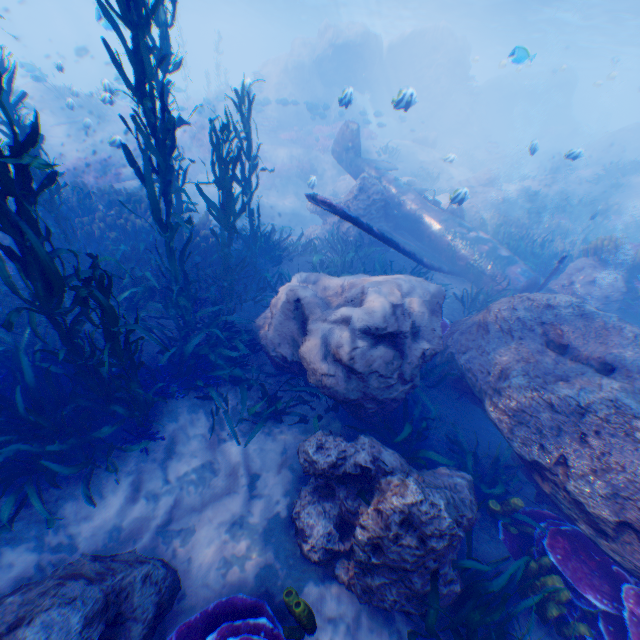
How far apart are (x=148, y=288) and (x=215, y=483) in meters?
3.6

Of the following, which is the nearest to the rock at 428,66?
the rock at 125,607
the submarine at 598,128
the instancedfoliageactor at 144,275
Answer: the instancedfoliageactor at 144,275

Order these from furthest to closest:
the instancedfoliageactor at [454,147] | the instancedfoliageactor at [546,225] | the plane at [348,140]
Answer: the instancedfoliageactor at [454,147] < the instancedfoliageactor at [546,225] < the plane at [348,140]

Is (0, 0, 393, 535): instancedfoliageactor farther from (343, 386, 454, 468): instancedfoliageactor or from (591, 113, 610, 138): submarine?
(591, 113, 610, 138): submarine

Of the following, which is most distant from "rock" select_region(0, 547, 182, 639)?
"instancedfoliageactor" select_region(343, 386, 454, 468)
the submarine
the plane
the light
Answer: the submarine

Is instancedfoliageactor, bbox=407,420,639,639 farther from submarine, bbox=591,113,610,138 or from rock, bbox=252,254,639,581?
submarine, bbox=591,113,610,138

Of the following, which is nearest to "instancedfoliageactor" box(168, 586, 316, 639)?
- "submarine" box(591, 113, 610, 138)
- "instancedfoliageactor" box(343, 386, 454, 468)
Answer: "instancedfoliageactor" box(343, 386, 454, 468)

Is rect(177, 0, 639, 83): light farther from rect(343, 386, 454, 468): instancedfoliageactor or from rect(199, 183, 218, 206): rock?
rect(343, 386, 454, 468): instancedfoliageactor
